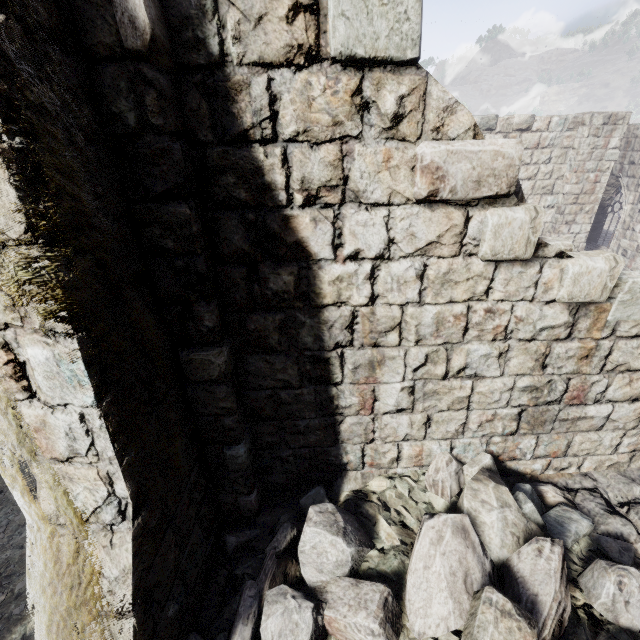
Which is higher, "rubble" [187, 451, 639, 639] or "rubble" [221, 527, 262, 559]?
"rubble" [187, 451, 639, 639]

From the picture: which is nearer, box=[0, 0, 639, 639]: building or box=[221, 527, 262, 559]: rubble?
box=[0, 0, 639, 639]: building

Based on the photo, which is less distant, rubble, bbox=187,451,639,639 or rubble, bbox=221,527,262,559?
rubble, bbox=187,451,639,639

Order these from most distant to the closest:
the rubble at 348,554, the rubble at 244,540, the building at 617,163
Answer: the rubble at 244,540 → the rubble at 348,554 → the building at 617,163

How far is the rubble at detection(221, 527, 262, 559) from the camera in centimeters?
317cm

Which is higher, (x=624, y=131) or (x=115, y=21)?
(x=115, y=21)

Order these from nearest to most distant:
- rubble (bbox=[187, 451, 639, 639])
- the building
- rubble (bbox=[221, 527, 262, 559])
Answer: the building → rubble (bbox=[187, 451, 639, 639]) → rubble (bbox=[221, 527, 262, 559])

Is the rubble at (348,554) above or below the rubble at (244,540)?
above
